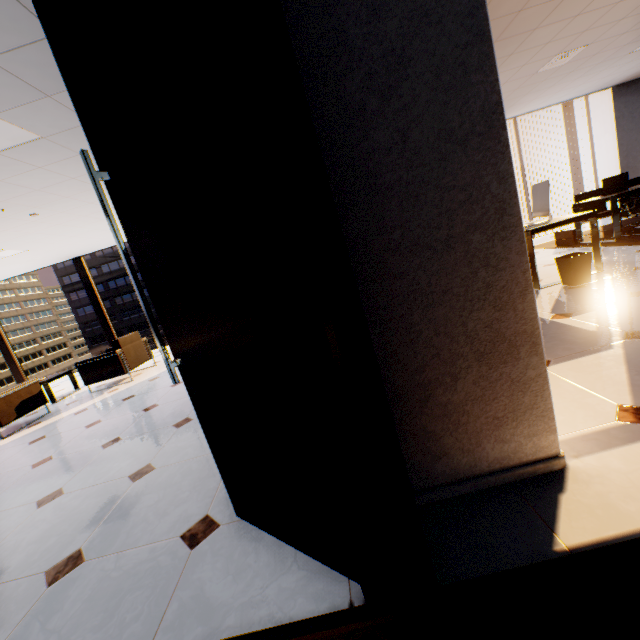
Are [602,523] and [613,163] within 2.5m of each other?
no

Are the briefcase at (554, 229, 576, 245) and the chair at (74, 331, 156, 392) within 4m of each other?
no

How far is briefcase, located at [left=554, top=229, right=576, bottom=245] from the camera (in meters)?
6.08

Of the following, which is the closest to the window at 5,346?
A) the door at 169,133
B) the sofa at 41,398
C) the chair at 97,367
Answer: the chair at 97,367

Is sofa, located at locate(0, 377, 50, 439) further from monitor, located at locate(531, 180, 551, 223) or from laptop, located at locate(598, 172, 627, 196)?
laptop, located at locate(598, 172, 627, 196)

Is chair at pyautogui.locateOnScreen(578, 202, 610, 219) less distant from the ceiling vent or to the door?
the ceiling vent

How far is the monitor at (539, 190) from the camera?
4.1m

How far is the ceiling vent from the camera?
4.8m
